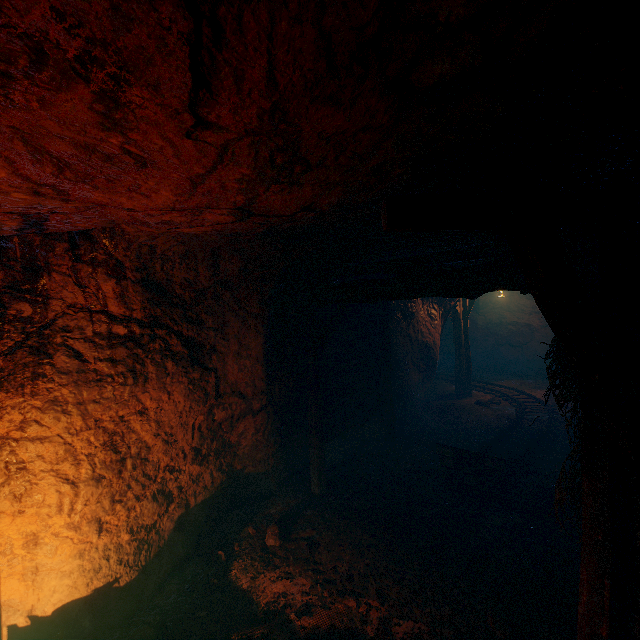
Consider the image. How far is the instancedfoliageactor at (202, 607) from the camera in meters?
3.9 m

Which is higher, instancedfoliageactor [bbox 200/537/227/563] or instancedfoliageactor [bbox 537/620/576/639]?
instancedfoliageactor [bbox 537/620/576/639]

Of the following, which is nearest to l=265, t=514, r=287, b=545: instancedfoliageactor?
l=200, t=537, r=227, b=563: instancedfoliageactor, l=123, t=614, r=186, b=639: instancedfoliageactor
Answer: l=200, t=537, r=227, b=563: instancedfoliageactor

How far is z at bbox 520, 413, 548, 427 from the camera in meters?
8.7

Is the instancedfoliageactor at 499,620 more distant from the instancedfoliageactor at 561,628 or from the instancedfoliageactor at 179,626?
the instancedfoliageactor at 179,626

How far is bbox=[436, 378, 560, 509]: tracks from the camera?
5.6 meters

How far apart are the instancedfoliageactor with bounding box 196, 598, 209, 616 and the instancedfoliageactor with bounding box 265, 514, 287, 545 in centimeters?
111cm

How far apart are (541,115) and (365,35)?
1.0 meters
